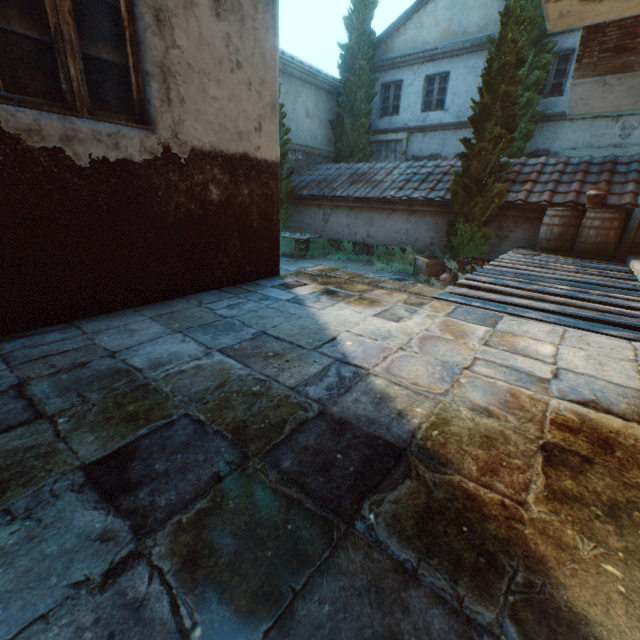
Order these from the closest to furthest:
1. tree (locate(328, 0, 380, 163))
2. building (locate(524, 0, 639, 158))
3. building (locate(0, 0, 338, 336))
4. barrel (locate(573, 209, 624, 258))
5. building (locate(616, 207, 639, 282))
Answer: building (locate(0, 0, 338, 336)) → building (locate(524, 0, 639, 158)) → building (locate(616, 207, 639, 282)) → barrel (locate(573, 209, 624, 258)) → tree (locate(328, 0, 380, 163))

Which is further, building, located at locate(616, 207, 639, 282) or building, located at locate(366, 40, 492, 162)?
building, located at locate(366, 40, 492, 162)

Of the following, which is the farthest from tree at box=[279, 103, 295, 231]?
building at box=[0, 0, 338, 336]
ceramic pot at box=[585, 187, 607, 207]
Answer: ceramic pot at box=[585, 187, 607, 207]

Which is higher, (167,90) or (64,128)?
(167,90)

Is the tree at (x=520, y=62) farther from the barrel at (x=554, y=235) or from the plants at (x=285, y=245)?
the barrel at (x=554, y=235)

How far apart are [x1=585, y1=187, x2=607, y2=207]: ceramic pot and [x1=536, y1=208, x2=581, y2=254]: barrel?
0.01m

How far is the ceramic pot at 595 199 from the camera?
6.7 meters

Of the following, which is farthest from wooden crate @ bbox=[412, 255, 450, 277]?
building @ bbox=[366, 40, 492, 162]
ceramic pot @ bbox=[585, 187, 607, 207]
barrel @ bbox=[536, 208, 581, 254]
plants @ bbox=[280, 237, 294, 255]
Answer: building @ bbox=[366, 40, 492, 162]
